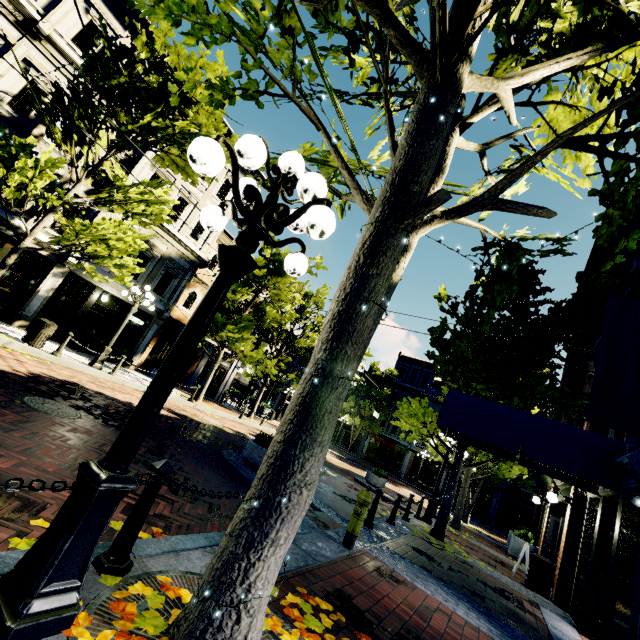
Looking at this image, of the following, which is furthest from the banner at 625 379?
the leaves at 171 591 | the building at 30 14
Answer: the building at 30 14

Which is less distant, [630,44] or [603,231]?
[603,231]

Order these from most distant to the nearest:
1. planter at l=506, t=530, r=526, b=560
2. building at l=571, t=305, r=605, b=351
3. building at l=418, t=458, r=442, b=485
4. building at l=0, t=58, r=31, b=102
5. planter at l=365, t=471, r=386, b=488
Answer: building at l=418, t=458, r=442, b=485
planter at l=365, t=471, r=386, b=488
planter at l=506, t=530, r=526, b=560
building at l=0, t=58, r=31, b=102
building at l=571, t=305, r=605, b=351

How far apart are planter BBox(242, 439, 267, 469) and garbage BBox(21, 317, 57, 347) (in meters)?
7.83

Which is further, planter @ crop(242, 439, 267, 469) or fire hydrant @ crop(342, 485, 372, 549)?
planter @ crop(242, 439, 267, 469)

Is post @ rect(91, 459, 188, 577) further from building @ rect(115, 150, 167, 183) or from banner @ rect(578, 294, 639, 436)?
building @ rect(115, 150, 167, 183)

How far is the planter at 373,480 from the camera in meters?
15.9 m

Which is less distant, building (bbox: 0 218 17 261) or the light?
the light
